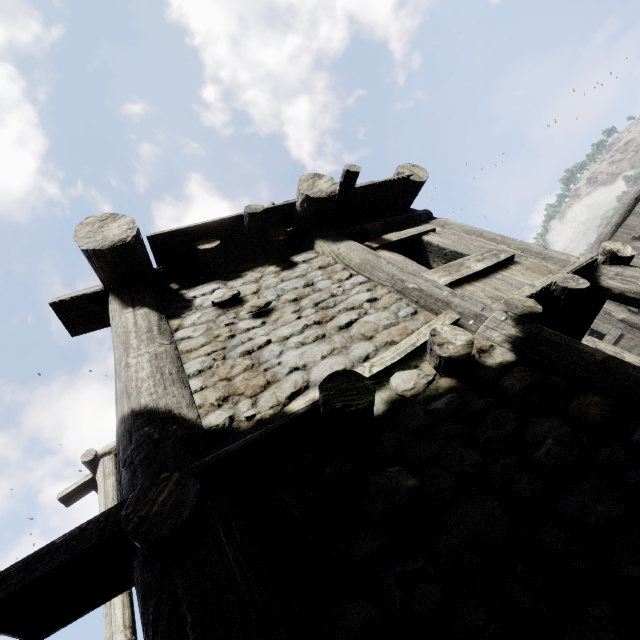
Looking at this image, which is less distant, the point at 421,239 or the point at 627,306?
the point at 421,239
